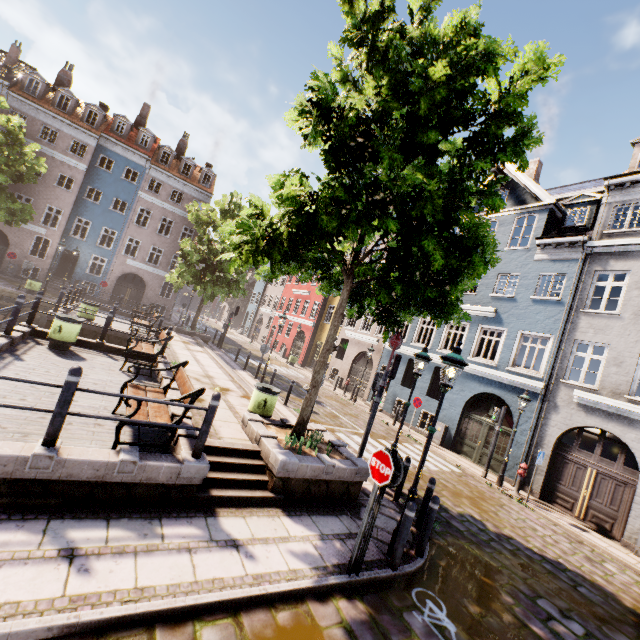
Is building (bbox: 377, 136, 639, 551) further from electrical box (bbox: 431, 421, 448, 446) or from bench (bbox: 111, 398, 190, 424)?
bench (bbox: 111, 398, 190, 424)

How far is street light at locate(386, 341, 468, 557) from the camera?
5.66m

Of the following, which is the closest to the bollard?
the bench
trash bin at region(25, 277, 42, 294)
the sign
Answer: the bench

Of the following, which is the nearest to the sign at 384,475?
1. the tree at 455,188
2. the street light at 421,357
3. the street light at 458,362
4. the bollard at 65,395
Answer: Answer: the street light at 458,362

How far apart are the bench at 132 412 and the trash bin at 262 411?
2.0m

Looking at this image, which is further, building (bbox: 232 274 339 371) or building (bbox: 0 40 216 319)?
building (bbox: 232 274 339 371)

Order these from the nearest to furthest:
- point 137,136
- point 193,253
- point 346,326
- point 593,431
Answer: point 593,431
point 193,253
point 346,326
point 137,136

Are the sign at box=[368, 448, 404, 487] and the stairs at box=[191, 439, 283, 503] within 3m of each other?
yes
